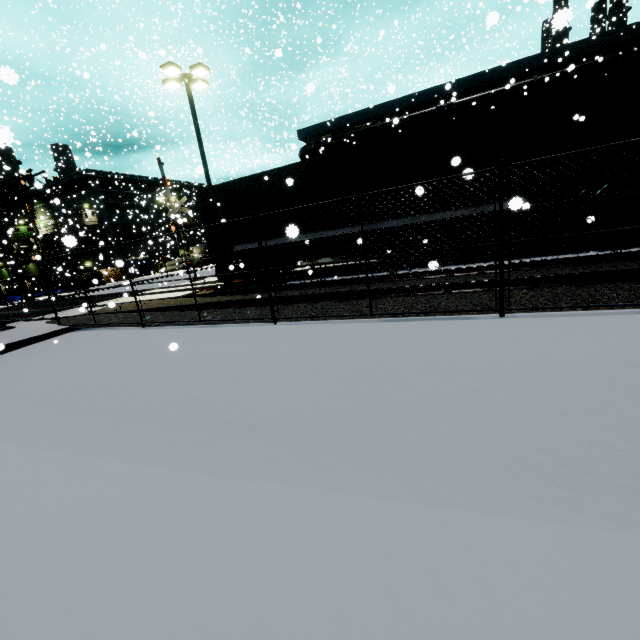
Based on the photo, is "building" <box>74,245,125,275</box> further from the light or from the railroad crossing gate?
the light

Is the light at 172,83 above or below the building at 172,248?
above

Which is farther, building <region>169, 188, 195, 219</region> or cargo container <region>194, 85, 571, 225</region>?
building <region>169, 188, 195, 219</region>

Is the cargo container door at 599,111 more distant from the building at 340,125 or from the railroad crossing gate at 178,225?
the railroad crossing gate at 178,225

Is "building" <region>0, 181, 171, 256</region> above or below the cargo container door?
above

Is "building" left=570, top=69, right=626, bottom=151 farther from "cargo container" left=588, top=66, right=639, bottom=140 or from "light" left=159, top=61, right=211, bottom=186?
"light" left=159, top=61, right=211, bottom=186

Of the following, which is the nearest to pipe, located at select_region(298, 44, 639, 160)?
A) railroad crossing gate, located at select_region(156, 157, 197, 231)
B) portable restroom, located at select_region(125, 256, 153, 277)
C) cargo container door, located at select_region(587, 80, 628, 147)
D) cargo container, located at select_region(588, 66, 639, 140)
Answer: cargo container, located at select_region(588, 66, 639, 140)

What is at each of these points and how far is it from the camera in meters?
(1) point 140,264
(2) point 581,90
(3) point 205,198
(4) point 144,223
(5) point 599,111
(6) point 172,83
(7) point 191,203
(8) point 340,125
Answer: (1) portable restroom, 47.6 m
(2) building, 14.7 m
(3) cargo container, 13.0 m
(4) building, 50.2 m
(5) cargo container door, 9.0 m
(6) light, 15.4 m
(7) building, 28.5 m
(8) building, 25.9 m
